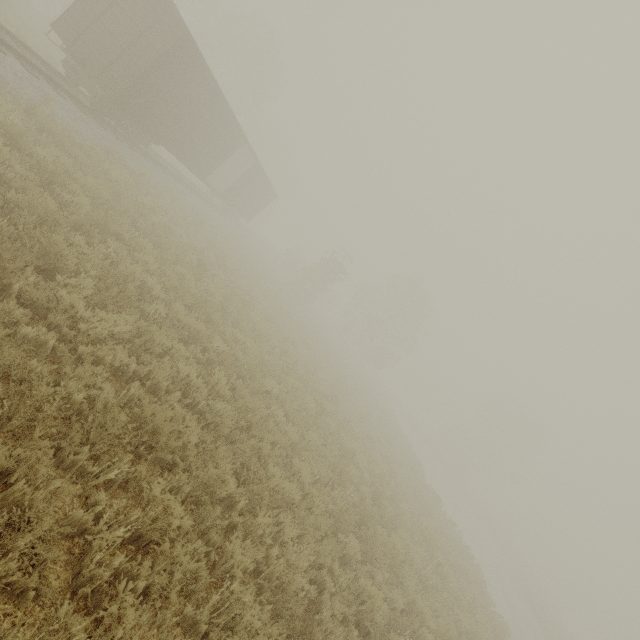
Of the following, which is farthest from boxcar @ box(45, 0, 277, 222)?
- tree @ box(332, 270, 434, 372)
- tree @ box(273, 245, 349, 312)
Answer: tree @ box(332, 270, 434, 372)

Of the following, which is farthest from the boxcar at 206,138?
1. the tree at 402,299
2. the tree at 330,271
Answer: the tree at 402,299

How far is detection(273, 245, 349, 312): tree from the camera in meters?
32.0 m

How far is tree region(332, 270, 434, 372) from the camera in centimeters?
4212cm

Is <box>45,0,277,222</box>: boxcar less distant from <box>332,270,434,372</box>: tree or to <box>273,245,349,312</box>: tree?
<box>273,245,349,312</box>: tree

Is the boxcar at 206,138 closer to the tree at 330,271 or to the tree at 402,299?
the tree at 330,271

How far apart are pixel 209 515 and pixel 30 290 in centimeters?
400cm
